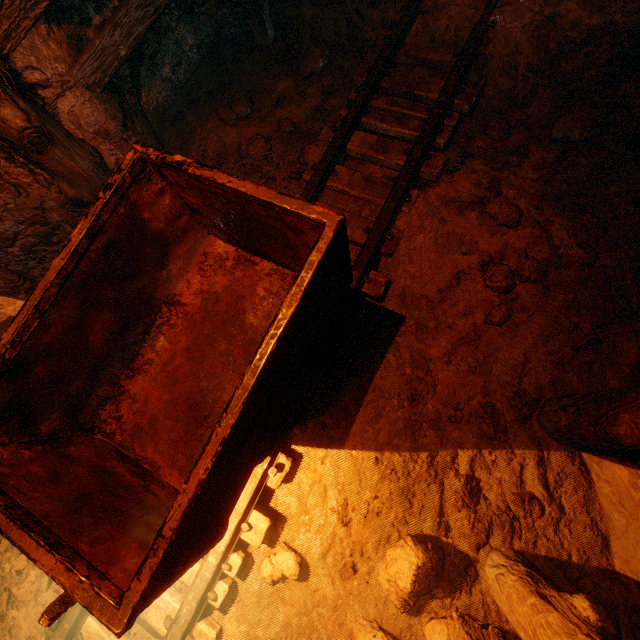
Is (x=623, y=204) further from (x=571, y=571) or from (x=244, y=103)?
(x=244, y=103)

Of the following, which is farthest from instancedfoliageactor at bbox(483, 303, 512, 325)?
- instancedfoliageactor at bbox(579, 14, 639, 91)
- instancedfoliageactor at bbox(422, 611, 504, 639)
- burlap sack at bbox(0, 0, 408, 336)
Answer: instancedfoliageactor at bbox(422, 611, 504, 639)

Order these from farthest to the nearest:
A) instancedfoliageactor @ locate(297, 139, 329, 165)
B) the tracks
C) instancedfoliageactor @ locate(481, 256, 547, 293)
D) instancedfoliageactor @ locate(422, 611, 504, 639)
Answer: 1. instancedfoliageactor @ locate(297, 139, 329, 165)
2. instancedfoliageactor @ locate(481, 256, 547, 293)
3. instancedfoliageactor @ locate(422, 611, 504, 639)
4. the tracks

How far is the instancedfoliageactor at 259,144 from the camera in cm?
318

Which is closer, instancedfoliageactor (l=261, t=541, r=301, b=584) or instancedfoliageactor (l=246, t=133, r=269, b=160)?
instancedfoliageactor (l=261, t=541, r=301, b=584)

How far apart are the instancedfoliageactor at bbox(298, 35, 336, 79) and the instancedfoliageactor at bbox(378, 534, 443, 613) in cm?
441

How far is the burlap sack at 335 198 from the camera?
2.8 meters

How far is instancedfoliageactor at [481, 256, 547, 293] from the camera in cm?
245
